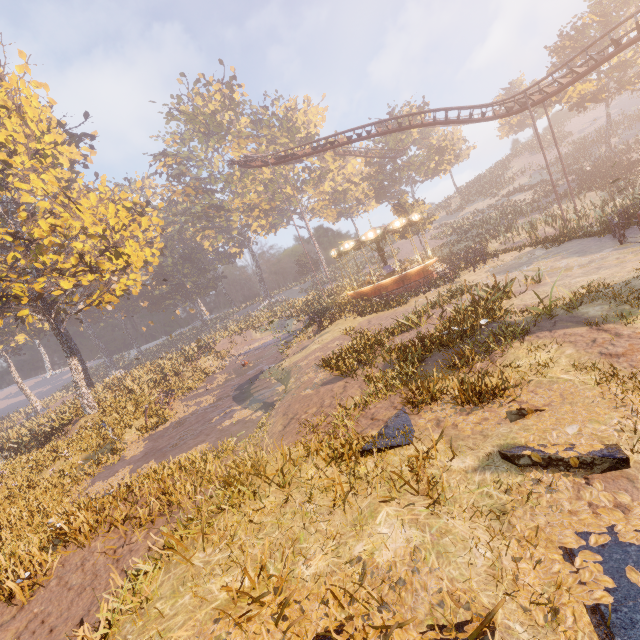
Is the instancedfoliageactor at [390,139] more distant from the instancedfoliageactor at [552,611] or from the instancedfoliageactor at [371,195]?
the instancedfoliageactor at [552,611]

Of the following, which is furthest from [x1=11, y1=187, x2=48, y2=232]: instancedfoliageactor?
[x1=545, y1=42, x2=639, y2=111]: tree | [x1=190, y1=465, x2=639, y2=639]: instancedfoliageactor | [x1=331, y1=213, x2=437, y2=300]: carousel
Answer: [x1=190, y1=465, x2=639, y2=639]: instancedfoliageactor

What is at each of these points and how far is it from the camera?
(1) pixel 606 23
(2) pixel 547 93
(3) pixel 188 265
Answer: (1) tree, 30.4m
(2) roller coaster, 21.1m
(3) instancedfoliageactor, 56.7m

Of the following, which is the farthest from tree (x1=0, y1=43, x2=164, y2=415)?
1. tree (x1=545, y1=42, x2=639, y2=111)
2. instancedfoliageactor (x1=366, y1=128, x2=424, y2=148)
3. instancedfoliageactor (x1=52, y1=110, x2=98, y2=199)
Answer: instancedfoliageactor (x1=366, y1=128, x2=424, y2=148)

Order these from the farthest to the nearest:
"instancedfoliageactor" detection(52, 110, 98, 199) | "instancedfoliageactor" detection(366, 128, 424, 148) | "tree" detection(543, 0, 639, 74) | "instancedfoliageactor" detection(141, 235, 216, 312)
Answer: "instancedfoliageactor" detection(141, 235, 216, 312) → "instancedfoliageactor" detection(366, 128, 424, 148) → "instancedfoliageactor" detection(52, 110, 98, 199) → "tree" detection(543, 0, 639, 74)

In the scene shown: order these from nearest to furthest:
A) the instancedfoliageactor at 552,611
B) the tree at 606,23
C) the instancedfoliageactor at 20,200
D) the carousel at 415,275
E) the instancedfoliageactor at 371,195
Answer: the instancedfoliageactor at 552,611 → the instancedfoliageactor at 371,195 → the carousel at 415,275 → the instancedfoliageactor at 20,200 → the tree at 606,23

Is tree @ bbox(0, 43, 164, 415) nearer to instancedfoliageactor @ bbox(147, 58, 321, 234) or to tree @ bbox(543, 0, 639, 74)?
instancedfoliageactor @ bbox(147, 58, 321, 234)

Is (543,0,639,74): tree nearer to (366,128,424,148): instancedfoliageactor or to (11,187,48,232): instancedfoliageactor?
(366,128,424,148): instancedfoliageactor
